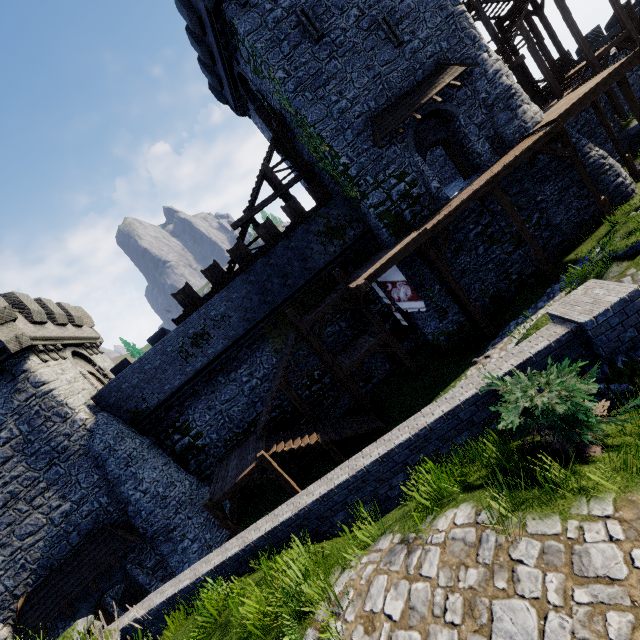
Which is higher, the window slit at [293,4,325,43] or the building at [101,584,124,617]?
the window slit at [293,4,325,43]

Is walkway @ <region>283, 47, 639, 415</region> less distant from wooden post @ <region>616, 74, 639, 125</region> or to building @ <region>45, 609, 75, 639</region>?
wooden post @ <region>616, 74, 639, 125</region>

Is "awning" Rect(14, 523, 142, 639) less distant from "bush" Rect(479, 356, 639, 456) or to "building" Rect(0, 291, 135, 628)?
"building" Rect(0, 291, 135, 628)

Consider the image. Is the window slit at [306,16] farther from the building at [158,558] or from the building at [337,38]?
the building at [158,558]

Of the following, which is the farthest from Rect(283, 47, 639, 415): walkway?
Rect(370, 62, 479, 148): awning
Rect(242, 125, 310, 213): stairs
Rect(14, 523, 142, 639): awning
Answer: Rect(14, 523, 142, 639): awning

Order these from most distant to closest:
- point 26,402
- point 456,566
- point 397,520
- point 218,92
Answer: point 218,92 → point 26,402 → point 397,520 → point 456,566

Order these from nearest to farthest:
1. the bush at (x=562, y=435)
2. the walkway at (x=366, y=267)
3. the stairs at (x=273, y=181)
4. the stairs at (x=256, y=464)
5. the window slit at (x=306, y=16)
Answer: the bush at (x=562, y=435) < the stairs at (x=256, y=464) < the walkway at (x=366, y=267) < the window slit at (x=306, y=16) < the stairs at (x=273, y=181)

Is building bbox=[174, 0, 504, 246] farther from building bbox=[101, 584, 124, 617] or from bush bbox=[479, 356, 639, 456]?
building bbox=[101, 584, 124, 617]
